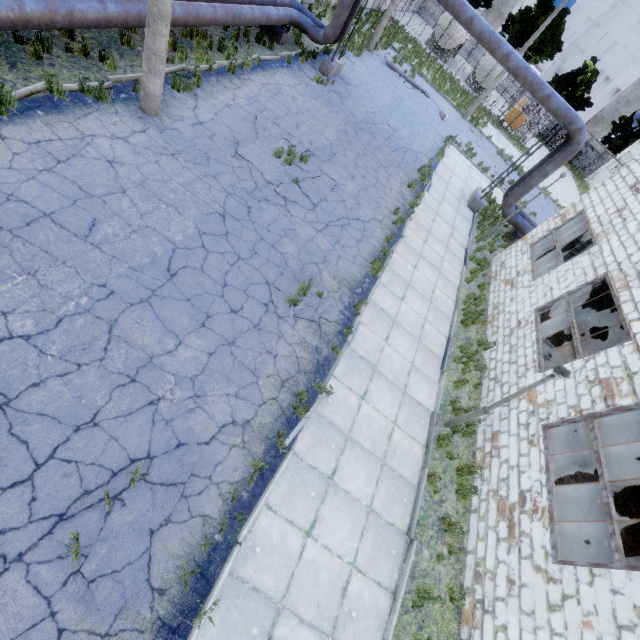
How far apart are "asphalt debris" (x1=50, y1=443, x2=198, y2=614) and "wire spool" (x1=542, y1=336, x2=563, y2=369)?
10.7m

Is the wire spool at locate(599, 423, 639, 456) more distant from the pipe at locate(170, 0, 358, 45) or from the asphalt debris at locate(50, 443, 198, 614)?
the asphalt debris at locate(50, 443, 198, 614)

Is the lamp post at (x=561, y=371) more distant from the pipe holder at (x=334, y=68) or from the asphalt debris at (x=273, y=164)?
the pipe holder at (x=334, y=68)

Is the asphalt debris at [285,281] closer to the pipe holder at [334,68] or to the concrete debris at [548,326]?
the concrete debris at [548,326]

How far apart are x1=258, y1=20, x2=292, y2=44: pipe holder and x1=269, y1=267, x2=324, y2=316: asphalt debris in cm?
1348

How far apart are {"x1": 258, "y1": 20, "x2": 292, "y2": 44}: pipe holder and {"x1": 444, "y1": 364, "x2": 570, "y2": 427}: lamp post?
17.72m

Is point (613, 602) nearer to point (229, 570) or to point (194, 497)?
point (229, 570)

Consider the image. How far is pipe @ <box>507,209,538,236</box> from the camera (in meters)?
16.72
